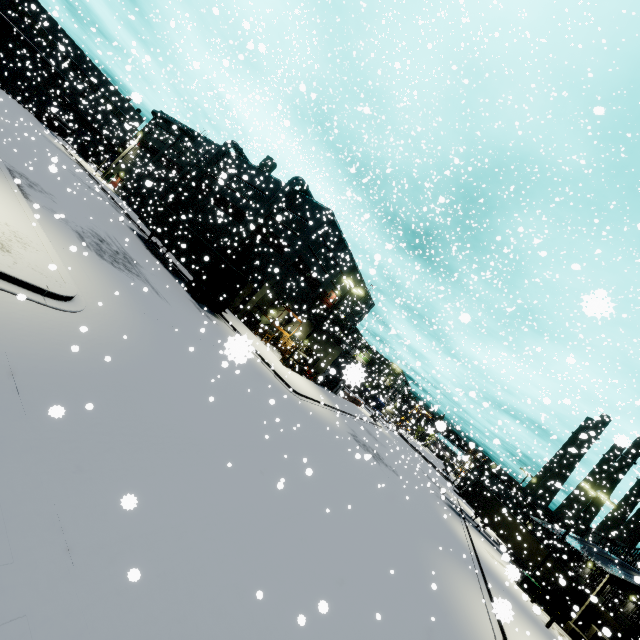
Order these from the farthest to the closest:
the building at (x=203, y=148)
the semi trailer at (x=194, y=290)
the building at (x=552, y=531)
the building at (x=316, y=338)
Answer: the building at (x=203, y=148) < the building at (x=552, y=531) < the semi trailer at (x=194, y=290) < the building at (x=316, y=338)

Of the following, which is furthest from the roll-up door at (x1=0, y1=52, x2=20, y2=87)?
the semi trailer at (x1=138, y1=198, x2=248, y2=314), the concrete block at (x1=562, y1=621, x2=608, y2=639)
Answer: the concrete block at (x1=562, y1=621, x2=608, y2=639)

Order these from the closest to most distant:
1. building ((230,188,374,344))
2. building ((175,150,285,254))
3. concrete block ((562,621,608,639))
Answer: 1. concrete block ((562,621,608,639))
2. building ((230,188,374,344))
3. building ((175,150,285,254))

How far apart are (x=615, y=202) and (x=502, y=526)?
32.0m

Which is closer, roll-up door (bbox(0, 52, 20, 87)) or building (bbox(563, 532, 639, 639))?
building (bbox(563, 532, 639, 639))

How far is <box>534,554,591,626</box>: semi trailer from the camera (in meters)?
29.59

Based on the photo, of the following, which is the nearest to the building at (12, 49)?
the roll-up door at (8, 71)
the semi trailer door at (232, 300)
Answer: the roll-up door at (8, 71)

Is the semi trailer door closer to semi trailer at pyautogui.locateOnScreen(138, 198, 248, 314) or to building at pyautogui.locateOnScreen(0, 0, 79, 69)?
semi trailer at pyautogui.locateOnScreen(138, 198, 248, 314)
